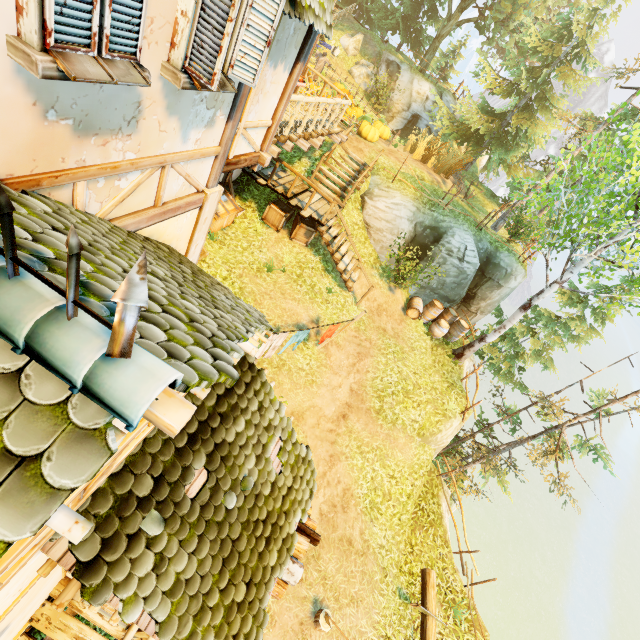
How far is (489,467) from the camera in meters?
15.9 m

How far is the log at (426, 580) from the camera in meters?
8.5 m

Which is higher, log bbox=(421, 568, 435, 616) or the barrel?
the barrel

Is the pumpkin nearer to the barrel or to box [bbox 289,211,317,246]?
box [bbox 289,211,317,246]

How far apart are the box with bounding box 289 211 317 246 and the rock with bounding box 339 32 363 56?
21.0 meters

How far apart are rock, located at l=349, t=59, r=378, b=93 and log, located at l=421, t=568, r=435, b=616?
29.67m

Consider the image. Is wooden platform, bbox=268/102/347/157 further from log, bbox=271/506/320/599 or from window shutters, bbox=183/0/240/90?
log, bbox=271/506/320/599

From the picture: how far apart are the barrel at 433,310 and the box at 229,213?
9.3m
